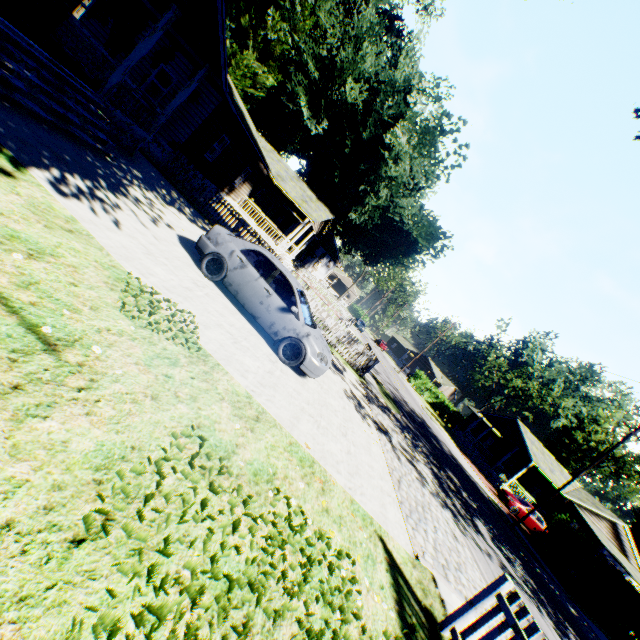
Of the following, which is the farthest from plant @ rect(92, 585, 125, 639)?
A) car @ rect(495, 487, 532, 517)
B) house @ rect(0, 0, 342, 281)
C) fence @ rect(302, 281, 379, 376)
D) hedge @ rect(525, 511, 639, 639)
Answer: car @ rect(495, 487, 532, 517)

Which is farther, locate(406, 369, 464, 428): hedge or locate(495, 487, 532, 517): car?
locate(406, 369, 464, 428): hedge

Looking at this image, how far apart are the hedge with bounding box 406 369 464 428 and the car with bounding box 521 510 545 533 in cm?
2426

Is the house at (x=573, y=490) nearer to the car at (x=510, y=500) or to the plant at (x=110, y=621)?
the car at (x=510, y=500)

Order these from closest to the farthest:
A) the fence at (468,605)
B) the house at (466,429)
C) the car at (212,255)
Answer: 1. the fence at (468,605)
2. the car at (212,255)
3. the house at (466,429)

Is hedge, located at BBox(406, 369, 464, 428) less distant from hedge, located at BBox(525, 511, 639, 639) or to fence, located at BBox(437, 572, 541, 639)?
hedge, located at BBox(525, 511, 639, 639)

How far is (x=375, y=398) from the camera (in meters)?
15.21

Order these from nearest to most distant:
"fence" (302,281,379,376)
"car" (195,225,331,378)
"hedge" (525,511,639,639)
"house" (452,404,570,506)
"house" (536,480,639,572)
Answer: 1. "car" (195,225,331,378)
2. "fence" (302,281,379,376)
3. "hedge" (525,511,639,639)
4. "house" (536,480,639,572)
5. "house" (452,404,570,506)
